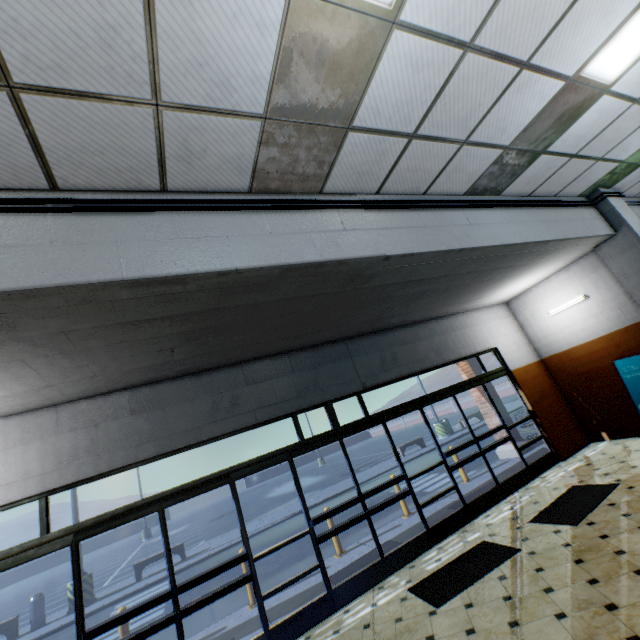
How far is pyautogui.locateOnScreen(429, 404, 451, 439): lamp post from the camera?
19.3 meters

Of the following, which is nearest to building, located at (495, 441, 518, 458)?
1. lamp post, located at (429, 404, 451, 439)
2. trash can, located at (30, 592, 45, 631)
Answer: trash can, located at (30, 592, 45, 631)

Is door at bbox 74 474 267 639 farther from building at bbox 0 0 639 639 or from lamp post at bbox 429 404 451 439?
lamp post at bbox 429 404 451 439

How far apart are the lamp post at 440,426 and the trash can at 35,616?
18.9 meters

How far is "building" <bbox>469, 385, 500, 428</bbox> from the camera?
9.72m

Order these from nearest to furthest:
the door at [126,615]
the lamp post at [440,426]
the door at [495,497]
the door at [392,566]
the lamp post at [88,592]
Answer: the door at [126,615] < the door at [392,566] < the door at [495,497] < the lamp post at [88,592] < the lamp post at [440,426]

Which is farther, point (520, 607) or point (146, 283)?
point (520, 607)

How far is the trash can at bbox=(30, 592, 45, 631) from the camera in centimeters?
1062cm
